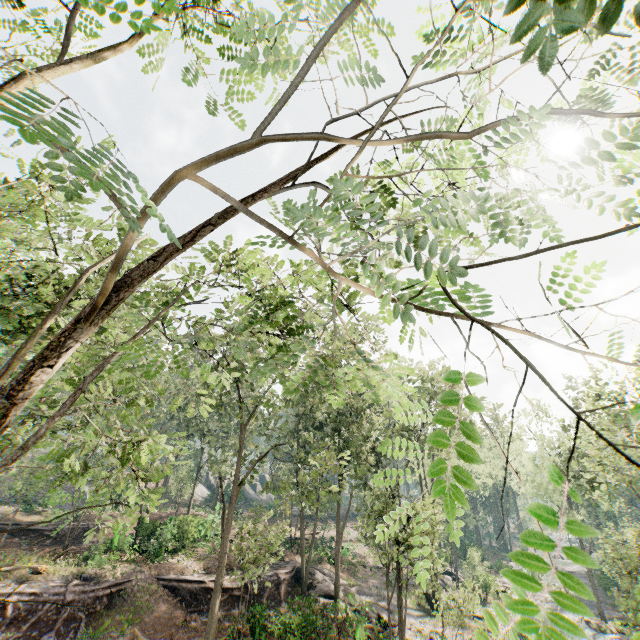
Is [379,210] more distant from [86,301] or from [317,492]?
[317,492]

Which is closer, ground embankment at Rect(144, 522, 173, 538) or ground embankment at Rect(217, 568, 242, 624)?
ground embankment at Rect(217, 568, 242, 624)

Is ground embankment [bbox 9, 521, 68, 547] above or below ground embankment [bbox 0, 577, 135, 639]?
above

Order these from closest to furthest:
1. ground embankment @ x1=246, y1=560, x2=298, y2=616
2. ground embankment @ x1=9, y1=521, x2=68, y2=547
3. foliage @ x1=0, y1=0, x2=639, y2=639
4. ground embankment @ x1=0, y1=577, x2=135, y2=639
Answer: foliage @ x1=0, y1=0, x2=639, y2=639, ground embankment @ x1=0, y1=577, x2=135, y2=639, ground embankment @ x1=246, y1=560, x2=298, y2=616, ground embankment @ x1=9, y1=521, x2=68, y2=547

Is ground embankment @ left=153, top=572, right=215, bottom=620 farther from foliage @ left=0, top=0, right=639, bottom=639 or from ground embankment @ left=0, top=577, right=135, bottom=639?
ground embankment @ left=0, top=577, right=135, bottom=639

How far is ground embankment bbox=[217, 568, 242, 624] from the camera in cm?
2167

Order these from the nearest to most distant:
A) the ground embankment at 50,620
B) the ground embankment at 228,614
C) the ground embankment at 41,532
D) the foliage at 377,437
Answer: the foliage at 377,437, the ground embankment at 50,620, the ground embankment at 228,614, the ground embankment at 41,532

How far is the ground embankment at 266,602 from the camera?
21.1m
